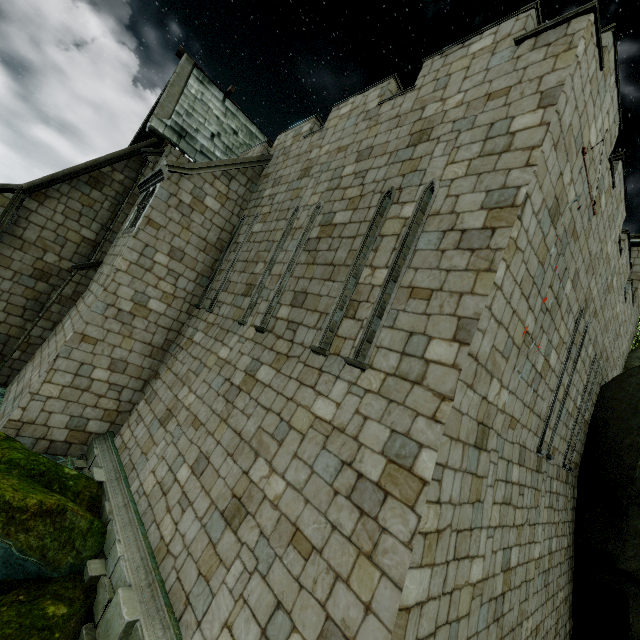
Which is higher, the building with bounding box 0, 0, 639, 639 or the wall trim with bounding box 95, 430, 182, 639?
the building with bounding box 0, 0, 639, 639

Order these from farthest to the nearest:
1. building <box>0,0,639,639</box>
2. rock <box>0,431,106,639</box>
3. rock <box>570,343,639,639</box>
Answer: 1. rock <box>570,343,639,639</box>
2. rock <box>0,431,106,639</box>
3. building <box>0,0,639,639</box>

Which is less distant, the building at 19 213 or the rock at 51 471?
the building at 19 213

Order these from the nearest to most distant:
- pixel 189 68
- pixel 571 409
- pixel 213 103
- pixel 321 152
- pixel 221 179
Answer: pixel 571 409
pixel 321 152
pixel 221 179
pixel 189 68
pixel 213 103

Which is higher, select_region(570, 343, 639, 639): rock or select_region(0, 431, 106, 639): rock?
select_region(570, 343, 639, 639): rock

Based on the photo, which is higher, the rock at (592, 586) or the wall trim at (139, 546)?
the rock at (592, 586)

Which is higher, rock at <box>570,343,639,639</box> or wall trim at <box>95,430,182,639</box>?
rock at <box>570,343,639,639</box>

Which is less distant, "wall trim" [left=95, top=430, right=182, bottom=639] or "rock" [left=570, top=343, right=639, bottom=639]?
"wall trim" [left=95, top=430, right=182, bottom=639]
